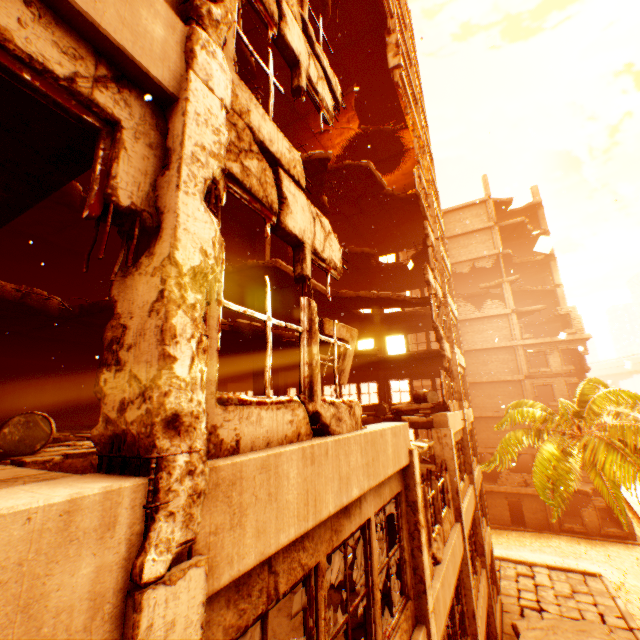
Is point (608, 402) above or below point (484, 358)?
below

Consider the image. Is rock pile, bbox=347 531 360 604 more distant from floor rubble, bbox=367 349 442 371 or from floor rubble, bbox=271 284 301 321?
floor rubble, bbox=367 349 442 371

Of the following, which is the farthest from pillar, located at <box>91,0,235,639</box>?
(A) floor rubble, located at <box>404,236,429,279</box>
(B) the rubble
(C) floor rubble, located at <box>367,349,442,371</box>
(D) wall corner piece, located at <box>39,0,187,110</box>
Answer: (C) floor rubble, located at <box>367,349,442,371</box>

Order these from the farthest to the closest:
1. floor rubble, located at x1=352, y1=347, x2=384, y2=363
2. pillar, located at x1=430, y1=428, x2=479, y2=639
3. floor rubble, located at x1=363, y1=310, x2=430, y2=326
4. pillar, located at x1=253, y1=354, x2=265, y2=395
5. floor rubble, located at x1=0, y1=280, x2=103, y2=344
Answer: floor rubble, located at x1=363, y1=310, x2=430, y2=326 → floor rubble, located at x1=352, y1=347, x2=384, y2=363 → pillar, located at x1=253, y1=354, x2=265, y2=395 → pillar, located at x1=430, y1=428, x2=479, y2=639 → floor rubble, located at x1=0, y1=280, x2=103, y2=344

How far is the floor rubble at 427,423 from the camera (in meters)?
10.44

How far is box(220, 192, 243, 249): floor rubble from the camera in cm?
1306

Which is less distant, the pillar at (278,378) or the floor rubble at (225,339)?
the floor rubble at (225,339)

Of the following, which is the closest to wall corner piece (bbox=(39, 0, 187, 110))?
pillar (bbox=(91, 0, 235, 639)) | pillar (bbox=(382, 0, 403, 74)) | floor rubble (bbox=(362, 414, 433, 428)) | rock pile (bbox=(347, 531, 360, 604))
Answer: pillar (bbox=(91, 0, 235, 639))
